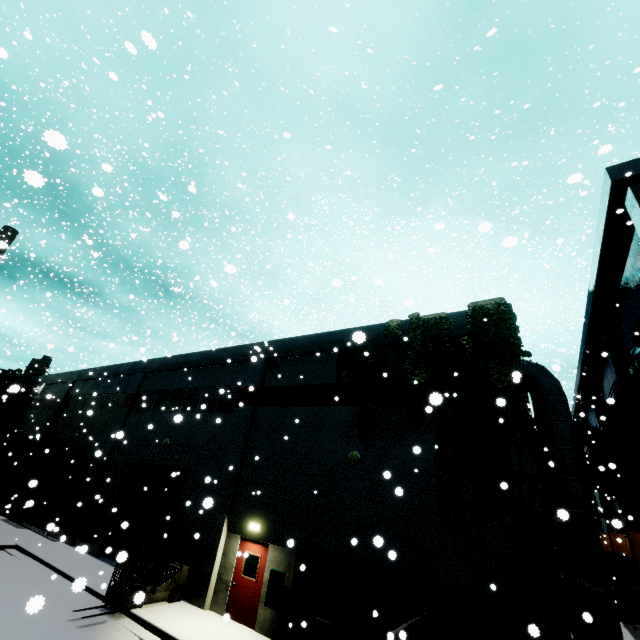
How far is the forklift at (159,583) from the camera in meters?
10.6

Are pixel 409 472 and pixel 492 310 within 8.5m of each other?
yes

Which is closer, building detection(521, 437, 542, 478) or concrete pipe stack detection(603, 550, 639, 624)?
building detection(521, 437, 542, 478)

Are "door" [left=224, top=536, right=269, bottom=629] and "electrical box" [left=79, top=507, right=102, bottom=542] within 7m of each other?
no

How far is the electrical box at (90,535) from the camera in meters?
16.7 m

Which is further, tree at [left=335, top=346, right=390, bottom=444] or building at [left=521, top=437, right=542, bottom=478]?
tree at [left=335, top=346, right=390, bottom=444]

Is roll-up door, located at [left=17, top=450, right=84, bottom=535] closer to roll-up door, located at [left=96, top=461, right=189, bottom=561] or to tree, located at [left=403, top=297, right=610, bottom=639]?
roll-up door, located at [left=96, top=461, right=189, bottom=561]

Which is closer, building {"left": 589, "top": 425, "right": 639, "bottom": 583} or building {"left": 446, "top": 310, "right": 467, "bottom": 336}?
building {"left": 446, "top": 310, "right": 467, "bottom": 336}
